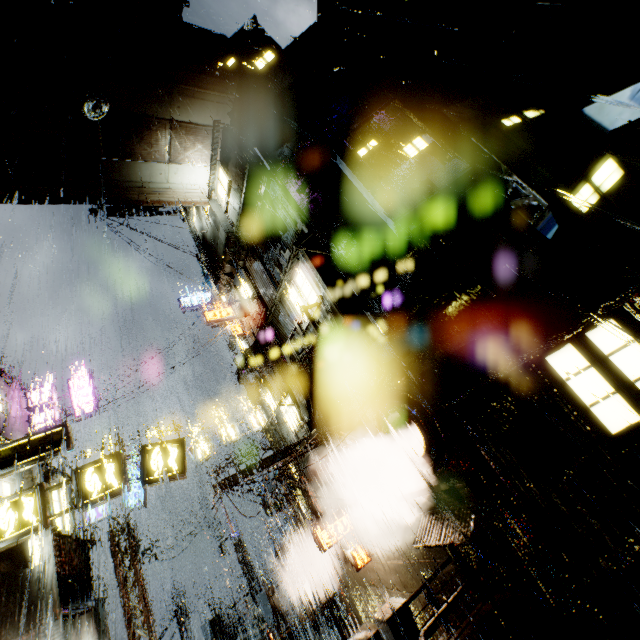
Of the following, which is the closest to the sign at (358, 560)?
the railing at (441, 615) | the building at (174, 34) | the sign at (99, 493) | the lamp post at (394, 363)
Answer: the building at (174, 34)

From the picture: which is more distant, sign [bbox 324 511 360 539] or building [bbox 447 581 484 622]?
sign [bbox 324 511 360 539]

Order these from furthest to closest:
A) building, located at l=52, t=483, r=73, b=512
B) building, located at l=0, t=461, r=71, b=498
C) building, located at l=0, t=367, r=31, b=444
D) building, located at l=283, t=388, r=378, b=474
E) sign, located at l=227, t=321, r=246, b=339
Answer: sign, located at l=227, t=321, r=246, b=339, building, located at l=0, t=367, r=31, b=444, building, located at l=52, t=483, r=73, b=512, building, located at l=283, t=388, r=378, b=474, building, located at l=0, t=461, r=71, b=498

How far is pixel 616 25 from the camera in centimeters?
964cm

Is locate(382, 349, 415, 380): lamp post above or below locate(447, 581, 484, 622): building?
above

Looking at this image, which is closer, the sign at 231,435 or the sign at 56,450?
the sign at 56,450

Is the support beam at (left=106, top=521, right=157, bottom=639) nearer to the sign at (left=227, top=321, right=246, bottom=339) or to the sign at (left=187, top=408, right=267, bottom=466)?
the sign at (left=187, top=408, right=267, bottom=466)
